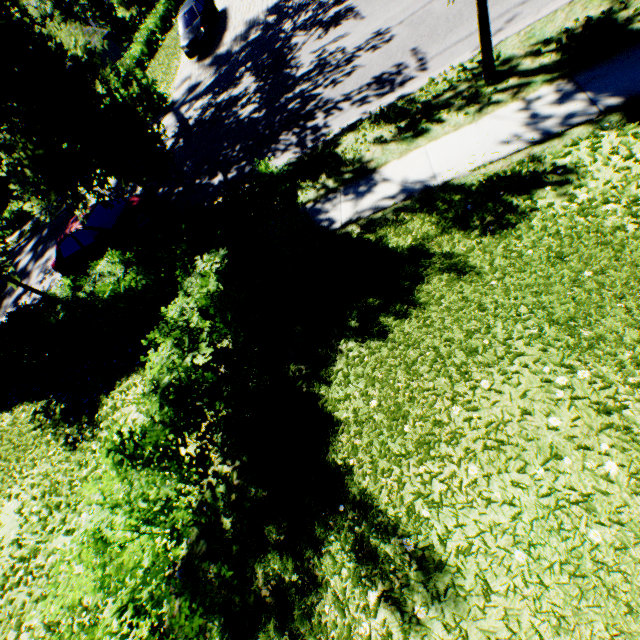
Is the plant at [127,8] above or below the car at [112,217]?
above

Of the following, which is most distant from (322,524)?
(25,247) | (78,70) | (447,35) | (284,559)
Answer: (25,247)

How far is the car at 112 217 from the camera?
9.7 meters

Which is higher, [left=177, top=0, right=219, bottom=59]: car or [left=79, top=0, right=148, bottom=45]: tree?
[left=79, top=0, right=148, bottom=45]: tree

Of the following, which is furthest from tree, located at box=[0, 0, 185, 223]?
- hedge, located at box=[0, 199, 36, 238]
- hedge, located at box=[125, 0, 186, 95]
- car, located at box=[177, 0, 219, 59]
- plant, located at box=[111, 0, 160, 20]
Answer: hedge, located at box=[125, 0, 186, 95]

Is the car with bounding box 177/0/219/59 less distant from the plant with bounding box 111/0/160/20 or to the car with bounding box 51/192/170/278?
the car with bounding box 51/192/170/278

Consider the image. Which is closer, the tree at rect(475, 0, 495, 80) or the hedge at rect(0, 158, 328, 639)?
the hedge at rect(0, 158, 328, 639)

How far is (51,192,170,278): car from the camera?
9.7m
